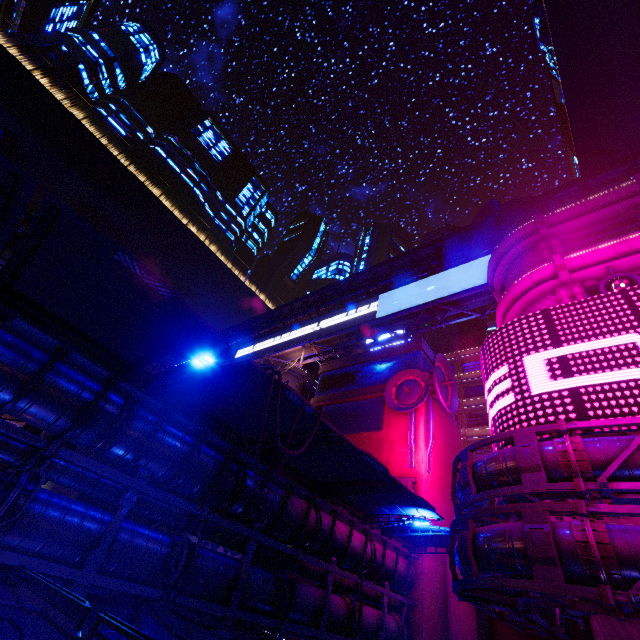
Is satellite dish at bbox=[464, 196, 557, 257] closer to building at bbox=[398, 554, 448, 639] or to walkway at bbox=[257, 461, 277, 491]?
walkway at bbox=[257, 461, 277, 491]

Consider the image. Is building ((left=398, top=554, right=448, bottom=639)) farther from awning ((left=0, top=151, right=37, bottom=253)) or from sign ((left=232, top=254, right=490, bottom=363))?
awning ((left=0, top=151, right=37, bottom=253))

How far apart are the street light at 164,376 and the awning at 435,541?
14.62m

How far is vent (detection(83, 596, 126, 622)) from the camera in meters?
16.9 m

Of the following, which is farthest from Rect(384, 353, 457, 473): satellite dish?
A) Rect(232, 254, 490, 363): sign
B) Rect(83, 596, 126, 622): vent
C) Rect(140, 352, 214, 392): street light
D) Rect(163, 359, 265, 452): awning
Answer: Rect(140, 352, 214, 392): street light

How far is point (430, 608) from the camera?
19.09m

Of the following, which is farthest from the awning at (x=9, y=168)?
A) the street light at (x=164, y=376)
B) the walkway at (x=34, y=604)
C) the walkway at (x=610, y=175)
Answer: the walkway at (x=34, y=604)

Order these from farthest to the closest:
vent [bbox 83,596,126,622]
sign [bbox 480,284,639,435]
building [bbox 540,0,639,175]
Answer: building [bbox 540,0,639,175], vent [bbox 83,596,126,622], sign [bbox 480,284,639,435]
